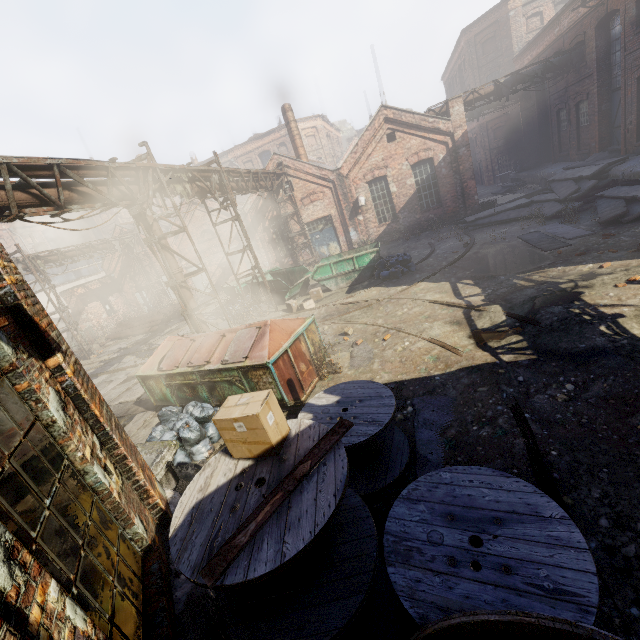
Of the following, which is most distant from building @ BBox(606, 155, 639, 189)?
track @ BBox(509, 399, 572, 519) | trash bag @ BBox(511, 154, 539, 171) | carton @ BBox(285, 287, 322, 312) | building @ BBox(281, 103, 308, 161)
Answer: building @ BBox(281, 103, 308, 161)

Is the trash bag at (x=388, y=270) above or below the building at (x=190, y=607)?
below

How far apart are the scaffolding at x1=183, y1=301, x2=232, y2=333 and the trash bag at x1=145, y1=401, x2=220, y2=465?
2.42m

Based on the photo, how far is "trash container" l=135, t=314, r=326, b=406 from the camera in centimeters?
673cm

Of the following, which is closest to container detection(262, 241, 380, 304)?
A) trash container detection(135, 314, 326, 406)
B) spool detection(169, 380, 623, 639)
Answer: trash container detection(135, 314, 326, 406)

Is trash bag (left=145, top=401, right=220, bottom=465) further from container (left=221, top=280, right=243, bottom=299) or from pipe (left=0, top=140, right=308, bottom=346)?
container (left=221, top=280, right=243, bottom=299)

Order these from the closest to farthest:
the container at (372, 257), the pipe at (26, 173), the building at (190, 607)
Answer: the building at (190, 607)
the pipe at (26, 173)
the container at (372, 257)

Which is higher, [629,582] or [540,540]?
[540,540]
